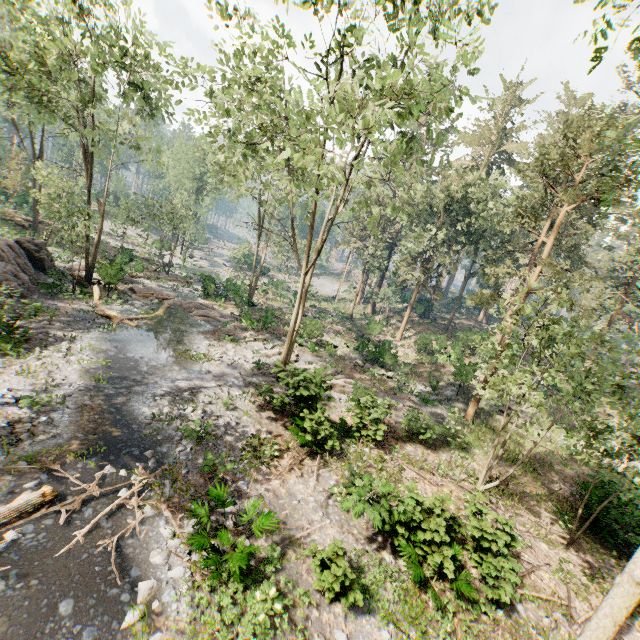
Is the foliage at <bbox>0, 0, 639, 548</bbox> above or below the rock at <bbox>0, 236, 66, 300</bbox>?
above

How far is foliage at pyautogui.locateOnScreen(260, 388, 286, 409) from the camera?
15.0m

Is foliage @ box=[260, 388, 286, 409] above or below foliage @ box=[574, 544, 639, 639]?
below

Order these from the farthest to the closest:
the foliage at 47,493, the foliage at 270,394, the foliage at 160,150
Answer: the foliage at 160,150 → the foliage at 270,394 → the foliage at 47,493

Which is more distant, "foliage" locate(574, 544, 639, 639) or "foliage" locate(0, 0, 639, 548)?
"foliage" locate(0, 0, 639, 548)

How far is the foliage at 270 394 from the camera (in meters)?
14.97

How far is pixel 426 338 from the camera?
32.78m

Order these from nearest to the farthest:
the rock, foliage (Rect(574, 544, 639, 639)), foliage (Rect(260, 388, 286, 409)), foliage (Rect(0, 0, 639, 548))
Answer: foliage (Rect(574, 544, 639, 639)), foliage (Rect(0, 0, 639, 548)), foliage (Rect(260, 388, 286, 409)), the rock
